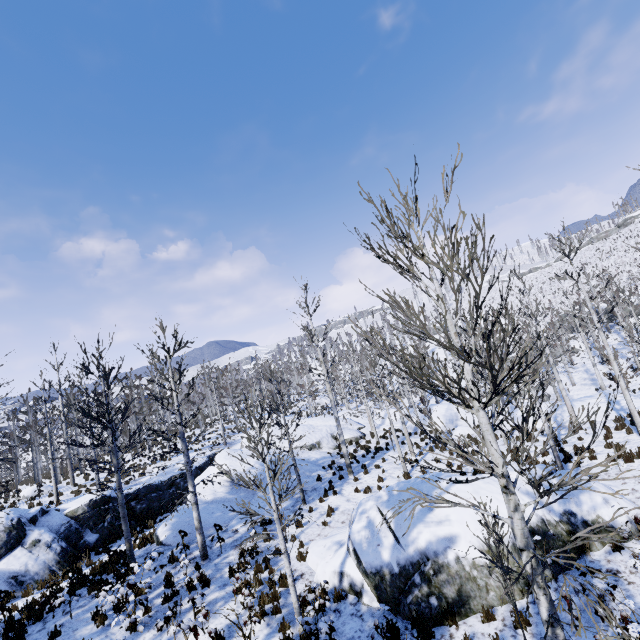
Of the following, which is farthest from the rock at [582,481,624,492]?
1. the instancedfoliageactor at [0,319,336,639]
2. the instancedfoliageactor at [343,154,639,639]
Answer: the instancedfoliageactor at [0,319,336,639]

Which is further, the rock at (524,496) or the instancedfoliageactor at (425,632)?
the rock at (524,496)

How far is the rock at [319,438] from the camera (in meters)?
18.50

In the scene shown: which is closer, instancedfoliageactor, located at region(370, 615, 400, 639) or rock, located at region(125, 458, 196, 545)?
instancedfoliageactor, located at region(370, 615, 400, 639)

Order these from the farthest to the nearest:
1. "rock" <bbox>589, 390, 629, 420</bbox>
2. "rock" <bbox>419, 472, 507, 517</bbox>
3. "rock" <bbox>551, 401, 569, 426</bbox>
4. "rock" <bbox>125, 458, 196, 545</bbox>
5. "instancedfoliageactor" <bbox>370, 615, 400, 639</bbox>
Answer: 1. "rock" <bbox>551, 401, 569, 426</bbox>
2. "rock" <bbox>589, 390, 629, 420</bbox>
3. "rock" <bbox>125, 458, 196, 545</bbox>
4. "rock" <bbox>419, 472, 507, 517</bbox>
5. "instancedfoliageactor" <bbox>370, 615, 400, 639</bbox>

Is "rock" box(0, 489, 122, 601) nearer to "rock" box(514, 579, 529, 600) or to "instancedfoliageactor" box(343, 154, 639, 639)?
"instancedfoliageactor" box(343, 154, 639, 639)

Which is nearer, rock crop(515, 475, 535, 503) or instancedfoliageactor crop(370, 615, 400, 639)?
instancedfoliageactor crop(370, 615, 400, 639)

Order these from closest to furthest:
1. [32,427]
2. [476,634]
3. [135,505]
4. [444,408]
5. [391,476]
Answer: [476,634] < [391,476] < [135,505] < [444,408] < [32,427]
